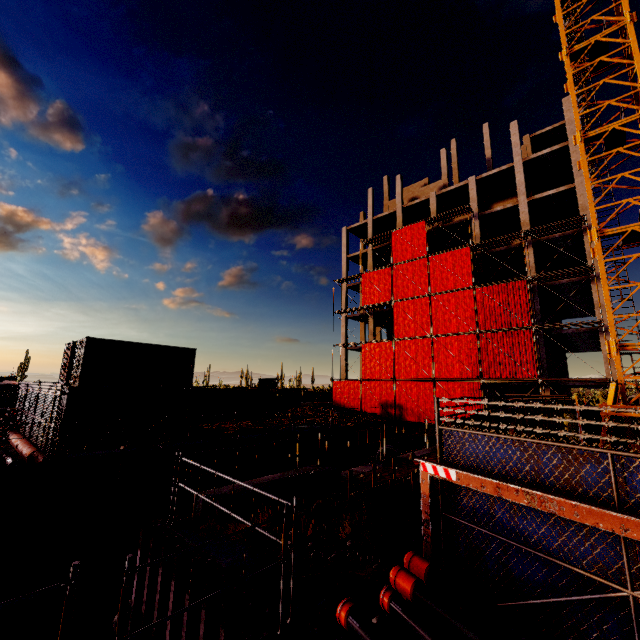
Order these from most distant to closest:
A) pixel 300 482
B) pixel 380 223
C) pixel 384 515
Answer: pixel 380 223, pixel 300 482, pixel 384 515

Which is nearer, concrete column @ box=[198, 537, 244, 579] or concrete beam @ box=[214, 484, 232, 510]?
concrete column @ box=[198, 537, 244, 579]

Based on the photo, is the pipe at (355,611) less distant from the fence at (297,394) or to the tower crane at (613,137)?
the tower crane at (613,137)

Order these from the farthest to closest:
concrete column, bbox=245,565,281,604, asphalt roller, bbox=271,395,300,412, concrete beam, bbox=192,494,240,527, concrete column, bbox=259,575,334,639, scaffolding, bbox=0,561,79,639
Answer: asphalt roller, bbox=271,395,300,412, concrete beam, bbox=192,494,240,527, concrete column, bbox=245,565,281,604, concrete column, bbox=259,575,334,639, scaffolding, bbox=0,561,79,639

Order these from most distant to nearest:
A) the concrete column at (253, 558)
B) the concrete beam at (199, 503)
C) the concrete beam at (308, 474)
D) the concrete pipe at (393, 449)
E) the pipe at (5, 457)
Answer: the concrete pipe at (393, 449), the pipe at (5, 457), the concrete beam at (308, 474), the concrete beam at (199, 503), the concrete column at (253, 558)

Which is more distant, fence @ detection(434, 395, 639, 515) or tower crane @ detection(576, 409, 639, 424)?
tower crane @ detection(576, 409, 639, 424)

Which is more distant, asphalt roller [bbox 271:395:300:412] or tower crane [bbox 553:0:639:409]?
asphalt roller [bbox 271:395:300:412]

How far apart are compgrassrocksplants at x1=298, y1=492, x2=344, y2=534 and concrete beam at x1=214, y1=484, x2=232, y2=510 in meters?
0.1
